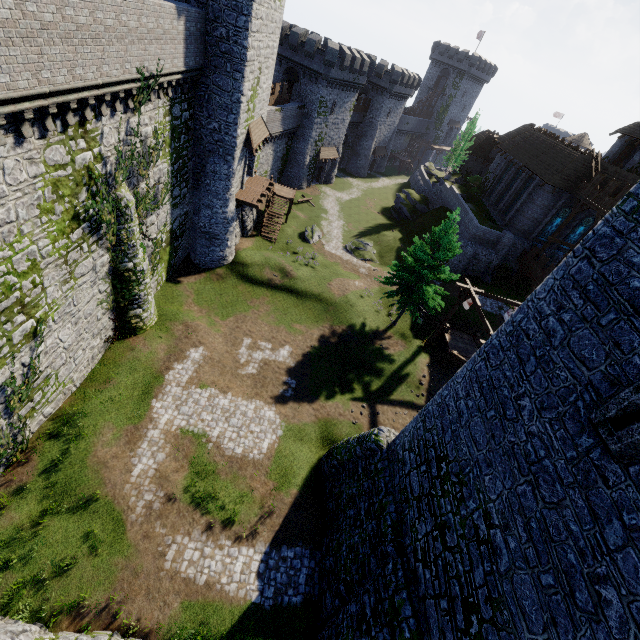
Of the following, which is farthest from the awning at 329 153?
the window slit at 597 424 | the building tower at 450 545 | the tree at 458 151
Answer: the window slit at 597 424

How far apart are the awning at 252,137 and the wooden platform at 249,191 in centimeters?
309cm

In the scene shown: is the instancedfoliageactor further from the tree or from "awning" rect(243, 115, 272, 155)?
the tree

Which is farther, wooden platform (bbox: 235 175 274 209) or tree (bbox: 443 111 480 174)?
tree (bbox: 443 111 480 174)

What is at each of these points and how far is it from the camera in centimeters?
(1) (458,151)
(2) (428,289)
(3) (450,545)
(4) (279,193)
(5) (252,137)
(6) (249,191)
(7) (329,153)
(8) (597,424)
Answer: (1) tree, 4906cm
(2) instancedfoliageactor, 2433cm
(3) building tower, 865cm
(4) stairs, 3691cm
(5) awning, 2459cm
(6) wooden platform, 2761cm
(7) awning, 4909cm
(8) window slit, 568cm

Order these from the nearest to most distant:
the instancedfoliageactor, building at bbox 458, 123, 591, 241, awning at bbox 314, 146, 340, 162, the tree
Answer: the instancedfoliageactor
building at bbox 458, 123, 591, 241
the tree
awning at bbox 314, 146, 340, 162

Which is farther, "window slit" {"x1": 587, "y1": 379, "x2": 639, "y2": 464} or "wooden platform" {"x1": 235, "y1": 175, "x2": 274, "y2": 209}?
"wooden platform" {"x1": 235, "y1": 175, "x2": 274, "y2": 209}

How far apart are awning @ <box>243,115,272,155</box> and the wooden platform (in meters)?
3.09
